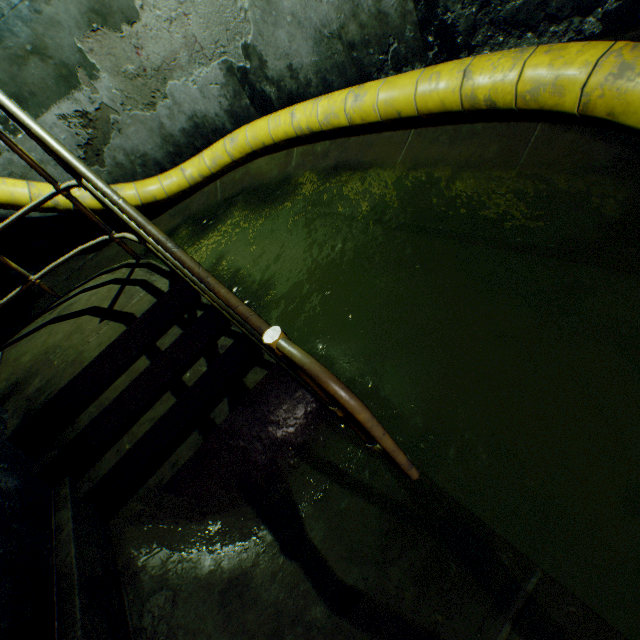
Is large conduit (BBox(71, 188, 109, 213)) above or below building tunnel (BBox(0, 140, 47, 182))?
below

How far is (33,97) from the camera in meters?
4.6

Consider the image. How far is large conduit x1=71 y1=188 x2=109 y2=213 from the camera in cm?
489

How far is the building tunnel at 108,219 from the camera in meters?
5.8 m

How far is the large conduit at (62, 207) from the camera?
4.7m

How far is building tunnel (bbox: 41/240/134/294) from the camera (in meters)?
5.66

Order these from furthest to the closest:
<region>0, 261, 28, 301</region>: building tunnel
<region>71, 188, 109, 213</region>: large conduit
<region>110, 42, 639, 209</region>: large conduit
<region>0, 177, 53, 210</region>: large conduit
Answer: <region>0, 261, 28, 301</region>: building tunnel < <region>71, 188, 109, 213</region>: large conduit < <region>0, 177, 53, 210</region>: large conduit < <region>110, 42, 639, 209</region>: large conduit
